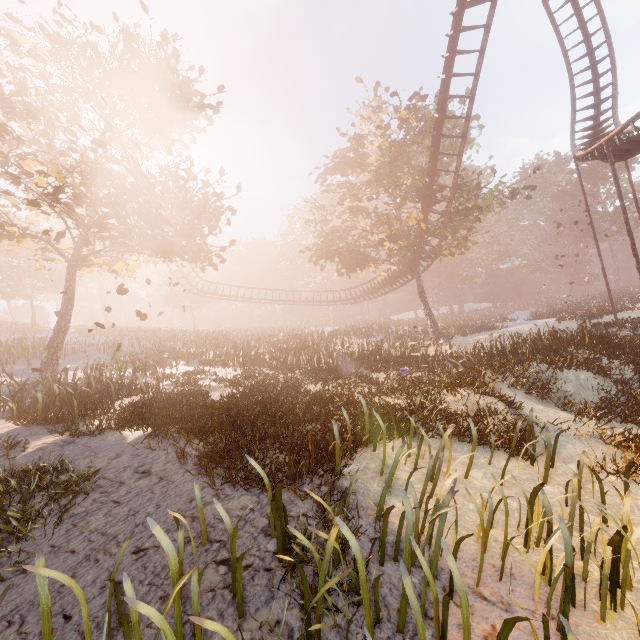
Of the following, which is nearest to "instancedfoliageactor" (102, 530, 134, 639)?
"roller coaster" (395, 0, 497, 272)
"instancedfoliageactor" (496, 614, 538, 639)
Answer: "roller coaster" (395, 0, 497, 272)

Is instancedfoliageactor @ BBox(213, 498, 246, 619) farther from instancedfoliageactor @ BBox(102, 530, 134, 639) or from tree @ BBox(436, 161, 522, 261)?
tree @ BBox(436, 161, 522, 261)

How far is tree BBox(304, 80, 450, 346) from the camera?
21.58m

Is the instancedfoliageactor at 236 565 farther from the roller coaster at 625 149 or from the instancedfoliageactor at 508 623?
the roller coaster at 625 149

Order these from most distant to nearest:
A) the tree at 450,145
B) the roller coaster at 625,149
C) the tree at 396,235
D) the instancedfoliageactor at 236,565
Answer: the tree at 450,145
the tree at 396,235
the roller coaster at 625,149
the instancedfoliageactor at 236,565

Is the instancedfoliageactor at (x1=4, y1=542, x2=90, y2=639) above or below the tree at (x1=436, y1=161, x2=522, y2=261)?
below

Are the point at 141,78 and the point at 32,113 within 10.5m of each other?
yes

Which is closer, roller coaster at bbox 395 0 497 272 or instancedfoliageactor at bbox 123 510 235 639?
instancedfoliageactor at bbox 123 510 235 639
